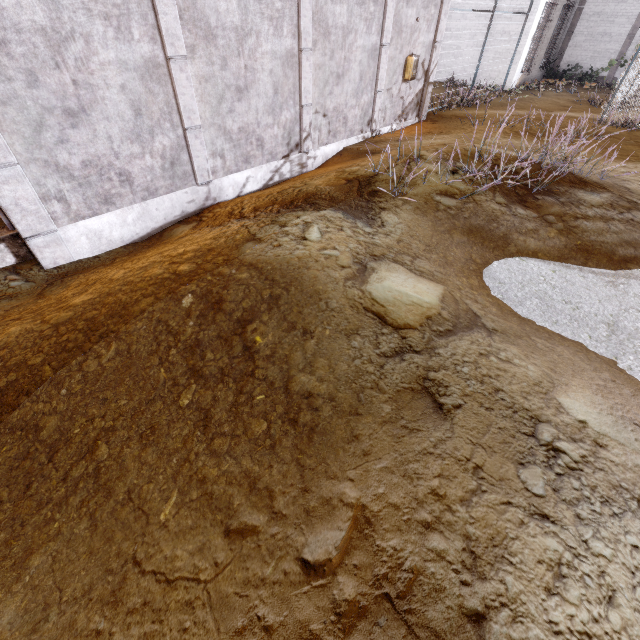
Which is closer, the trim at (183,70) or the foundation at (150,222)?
the trim at (183,70)

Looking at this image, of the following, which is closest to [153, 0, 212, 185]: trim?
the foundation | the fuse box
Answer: the foundation

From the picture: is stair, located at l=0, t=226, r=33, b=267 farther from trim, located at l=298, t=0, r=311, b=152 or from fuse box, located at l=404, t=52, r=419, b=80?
fuse box, located at l=404, t=52, r=419, b=80

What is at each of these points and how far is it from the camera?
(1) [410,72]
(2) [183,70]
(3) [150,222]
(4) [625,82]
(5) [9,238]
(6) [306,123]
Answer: (1) fuse box, 9.56m
(2) trim, 5.34m
(3) foundation, 6.15m
(4) fence, 10.48m
(5) stair, 5.01m
(6) trim, 7.75m

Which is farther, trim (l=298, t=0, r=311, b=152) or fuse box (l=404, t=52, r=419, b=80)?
fuse box (l=404, t=52, r=419, b=80)

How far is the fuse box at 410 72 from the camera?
9.4m

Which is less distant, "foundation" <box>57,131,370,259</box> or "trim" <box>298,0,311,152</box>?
"foundation" <box>57,131,370,259</box>
